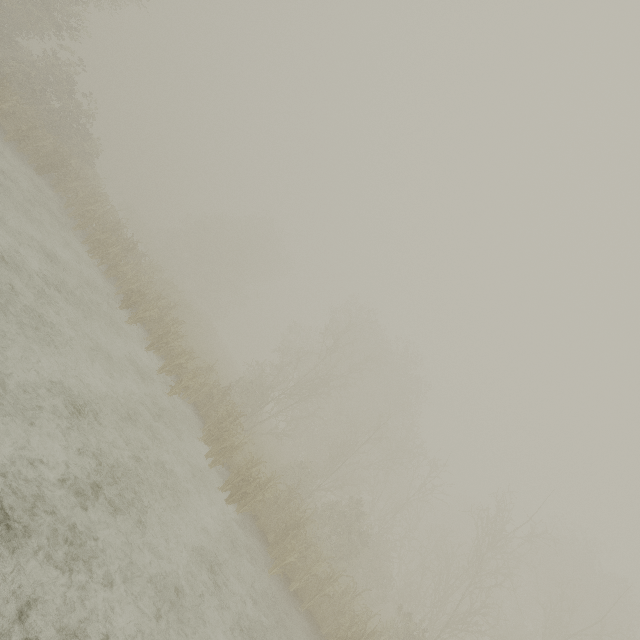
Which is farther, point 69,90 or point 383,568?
point 383,568
